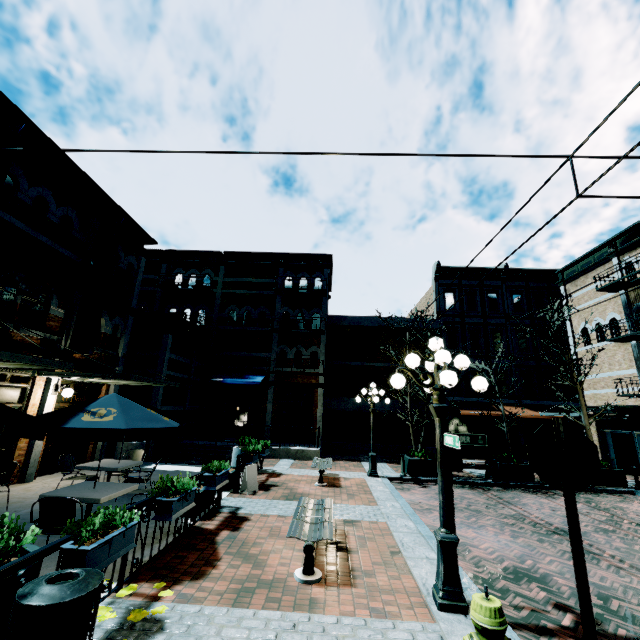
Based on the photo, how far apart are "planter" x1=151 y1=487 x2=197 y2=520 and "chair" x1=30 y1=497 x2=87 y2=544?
1.13m

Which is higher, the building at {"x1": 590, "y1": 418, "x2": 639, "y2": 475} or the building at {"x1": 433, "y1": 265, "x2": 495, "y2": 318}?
the building at {"x1": 433, "y1": 265, "x2": 495, "y2": 318}

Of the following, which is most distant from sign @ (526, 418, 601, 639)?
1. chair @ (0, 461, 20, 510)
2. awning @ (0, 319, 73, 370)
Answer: chair @ (0, 461, 20, 510)

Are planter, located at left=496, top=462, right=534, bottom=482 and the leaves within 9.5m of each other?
no

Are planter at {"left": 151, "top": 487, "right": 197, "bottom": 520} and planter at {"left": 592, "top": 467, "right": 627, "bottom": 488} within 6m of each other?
no

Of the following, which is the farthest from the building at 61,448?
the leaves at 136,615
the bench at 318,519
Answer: the bench at 318,519

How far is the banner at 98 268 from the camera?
10.56m

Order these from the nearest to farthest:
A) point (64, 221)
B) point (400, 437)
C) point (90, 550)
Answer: point (90, 550) < point (64, 221) < point (400, 437)
